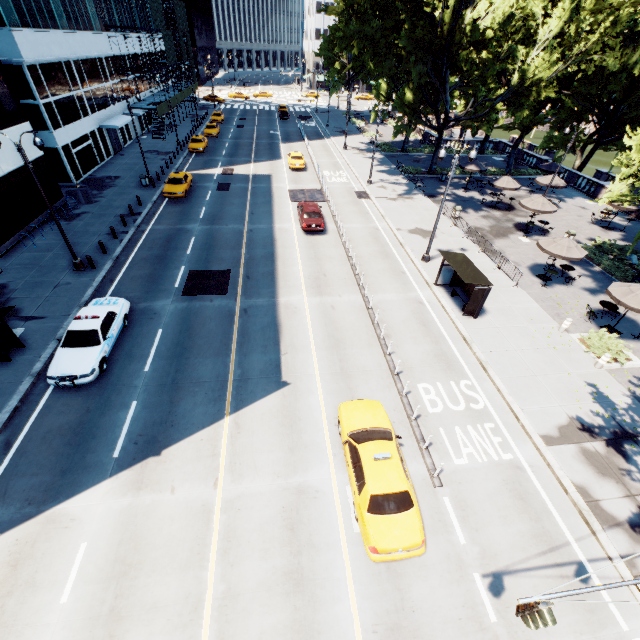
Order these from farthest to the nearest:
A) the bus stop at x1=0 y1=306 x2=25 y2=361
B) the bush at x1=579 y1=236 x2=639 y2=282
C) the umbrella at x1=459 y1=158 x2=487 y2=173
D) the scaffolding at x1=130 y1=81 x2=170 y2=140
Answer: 1. the scaffolding at x1=130 y1=81 x2=170 y2=140
2. the umbrella at x1=459 y1=158 x2=487 y2=173
3. the bush at x1=579 y1=236 x2=639 y2=282
4. the bus stop at x1=0 y1=306 x2=25 y2=361

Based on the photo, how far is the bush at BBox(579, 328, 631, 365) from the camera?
16.12m

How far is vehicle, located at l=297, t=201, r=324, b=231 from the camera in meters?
24.7

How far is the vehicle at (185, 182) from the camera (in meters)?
28.62

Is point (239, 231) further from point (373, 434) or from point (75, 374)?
point (373, 434)

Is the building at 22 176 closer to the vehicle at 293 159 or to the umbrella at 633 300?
the vehicle at 293 159

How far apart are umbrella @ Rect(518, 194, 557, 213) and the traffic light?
27.47m

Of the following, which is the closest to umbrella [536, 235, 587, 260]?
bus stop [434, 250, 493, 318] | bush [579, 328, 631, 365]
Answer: bush [579, 328, 631, 365]
